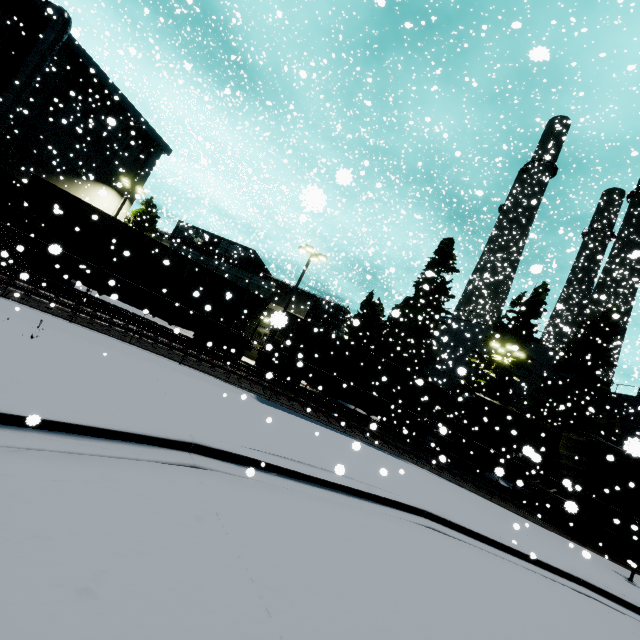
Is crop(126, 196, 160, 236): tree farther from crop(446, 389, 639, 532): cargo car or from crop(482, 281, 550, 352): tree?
crop(482, 281, 550, 352): tree

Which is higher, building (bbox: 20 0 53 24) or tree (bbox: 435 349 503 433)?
building (bbox: 20 0 53 24)

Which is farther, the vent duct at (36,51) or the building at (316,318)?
the building at (316,318)

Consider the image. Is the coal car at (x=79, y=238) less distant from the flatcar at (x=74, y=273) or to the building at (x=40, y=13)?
the flatcar at (x=74, y=273)

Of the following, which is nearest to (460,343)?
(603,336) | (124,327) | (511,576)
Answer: (603,336)

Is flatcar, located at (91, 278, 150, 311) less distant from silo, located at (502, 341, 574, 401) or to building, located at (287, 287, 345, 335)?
building, located at (287, 287, 345, 335)

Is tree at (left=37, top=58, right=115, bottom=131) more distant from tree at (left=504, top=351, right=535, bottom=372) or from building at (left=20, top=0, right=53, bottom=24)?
tree at (left=504, top=351, right=535, bottom=372)

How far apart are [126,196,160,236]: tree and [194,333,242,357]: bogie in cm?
1795
